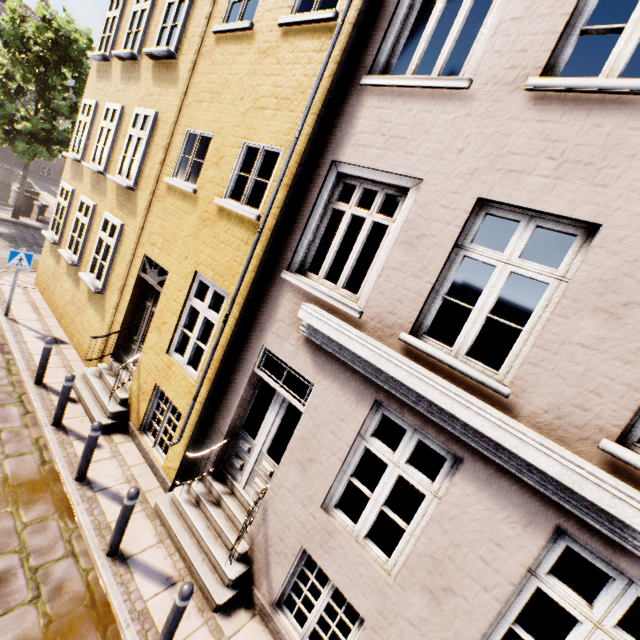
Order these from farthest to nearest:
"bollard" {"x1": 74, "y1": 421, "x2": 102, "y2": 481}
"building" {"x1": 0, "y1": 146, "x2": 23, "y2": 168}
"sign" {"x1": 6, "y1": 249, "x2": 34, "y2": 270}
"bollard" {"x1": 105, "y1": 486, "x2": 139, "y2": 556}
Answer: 1. "building" {"x1": 0, "y1": 146, "x2": 23, "y2": 168}
2. "sign" {"x1": 6, "y1": 249, "x2": 34, "y2": 270}
3. "bollard" {"x1": 74, "y1": 421, "x2": 102, "y2": 481}
4. "bollard" {"x1": 105, "y1": 486, "x2": 139, "y2": 556}

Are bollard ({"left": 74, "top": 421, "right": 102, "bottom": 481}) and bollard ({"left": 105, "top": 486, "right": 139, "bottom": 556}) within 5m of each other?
yes

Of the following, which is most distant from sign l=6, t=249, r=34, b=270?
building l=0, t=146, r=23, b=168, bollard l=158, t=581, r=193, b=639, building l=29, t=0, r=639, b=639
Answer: building l=0, t=146, r=23, b=168

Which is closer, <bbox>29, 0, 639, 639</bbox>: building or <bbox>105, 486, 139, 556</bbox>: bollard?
<bbox>29, 0, 639, 639</bbox>: building

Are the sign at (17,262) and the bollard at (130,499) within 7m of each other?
no

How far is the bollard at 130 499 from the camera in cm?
436

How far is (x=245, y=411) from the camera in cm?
554

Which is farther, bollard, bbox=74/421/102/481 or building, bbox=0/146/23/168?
building, bbox=0/146/23/168
